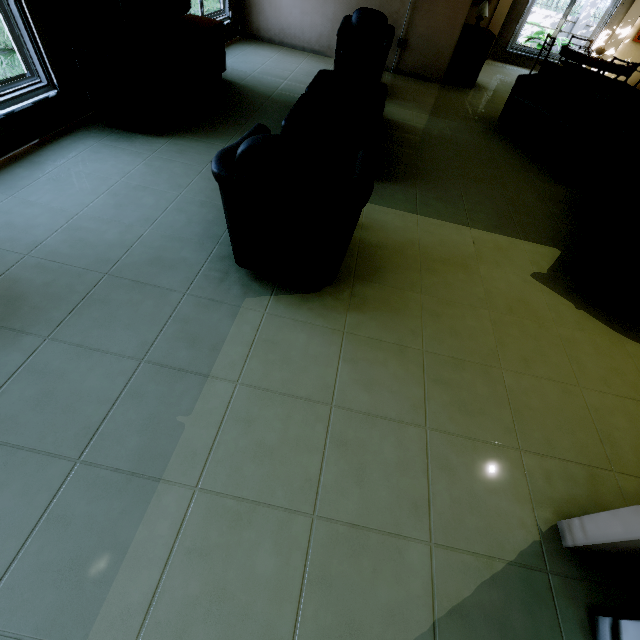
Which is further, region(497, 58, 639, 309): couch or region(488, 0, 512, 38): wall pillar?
region(488, 0, 512, 38): wall pillar

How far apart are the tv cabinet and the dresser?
4.4m

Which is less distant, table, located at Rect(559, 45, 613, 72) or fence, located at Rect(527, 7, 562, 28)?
table, located at Rect(559, 45, 613, 72)

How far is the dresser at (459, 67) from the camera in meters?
5.8 m

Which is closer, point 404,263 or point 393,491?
point 393,491

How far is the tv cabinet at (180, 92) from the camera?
2.73m

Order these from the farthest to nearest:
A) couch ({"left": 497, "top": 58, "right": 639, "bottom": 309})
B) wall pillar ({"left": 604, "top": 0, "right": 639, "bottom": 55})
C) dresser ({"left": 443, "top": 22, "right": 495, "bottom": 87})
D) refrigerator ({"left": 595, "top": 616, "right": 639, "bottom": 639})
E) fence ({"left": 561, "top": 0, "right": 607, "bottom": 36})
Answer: fence ({"left": 561, "top": 0, "right": 607, "bottom": 36})
wall pillar ({"left": 604, "top": 0, "right": 639, "bottom": 55})
dresser ({"left": 443, "top": 22, "right": 495, "bottom": 87})
couch ({"left": 497, "top": 58, "right": 639, "bottom": 309})
refrigerator ({"left": 595, "top": 616, "right": 639, "bottom": 639})

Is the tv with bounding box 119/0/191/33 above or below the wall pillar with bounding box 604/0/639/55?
below
